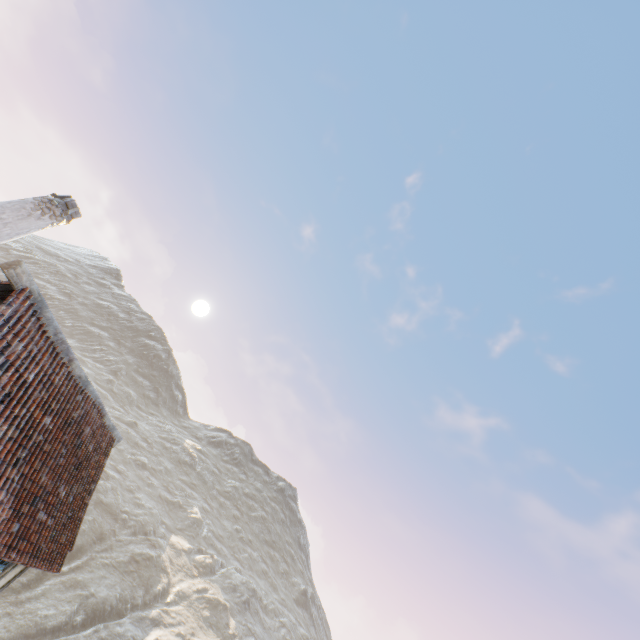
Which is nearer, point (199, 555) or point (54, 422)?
point (54, 422)

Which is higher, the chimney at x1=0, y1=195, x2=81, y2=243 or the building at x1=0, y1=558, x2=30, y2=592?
the chimney at x1=0, y1=195, x2=81, y2=243

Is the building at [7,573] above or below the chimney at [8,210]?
below
